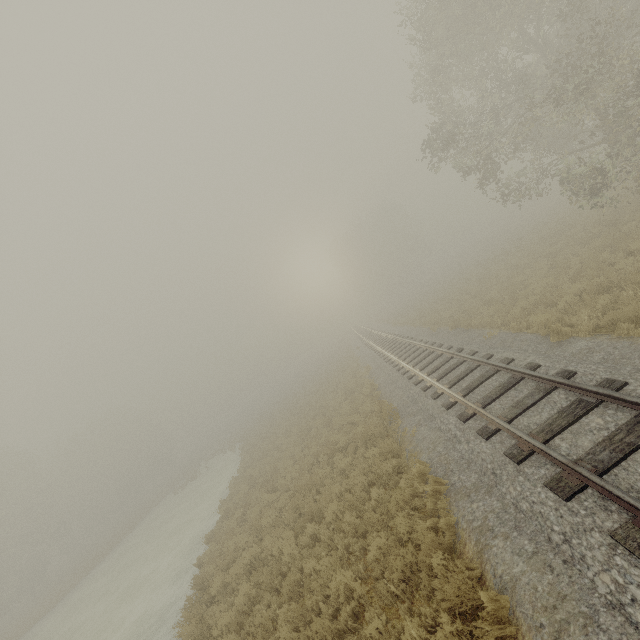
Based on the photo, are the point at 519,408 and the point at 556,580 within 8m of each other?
yes
